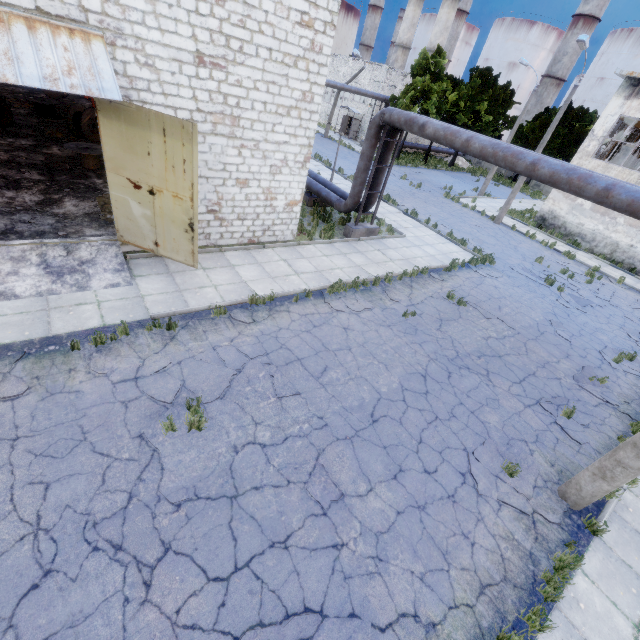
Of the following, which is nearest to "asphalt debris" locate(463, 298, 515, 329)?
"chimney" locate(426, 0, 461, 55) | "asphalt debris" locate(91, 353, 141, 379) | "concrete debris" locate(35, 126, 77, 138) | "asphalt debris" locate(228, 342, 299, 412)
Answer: "asphalt debris" locate(228, 342, 299, 412)

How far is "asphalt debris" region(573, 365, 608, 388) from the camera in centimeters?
1030cm

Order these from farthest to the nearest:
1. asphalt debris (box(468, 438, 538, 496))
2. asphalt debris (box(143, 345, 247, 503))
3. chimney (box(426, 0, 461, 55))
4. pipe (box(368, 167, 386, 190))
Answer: chimney (box(426, 0, 461, 55))
pipe (box(368, 167, 386, 190))
asphalt debris (box(468, 438, 538, 496))
asphalt debris (box(143, 345, 247, 503))

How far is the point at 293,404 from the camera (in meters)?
7.10

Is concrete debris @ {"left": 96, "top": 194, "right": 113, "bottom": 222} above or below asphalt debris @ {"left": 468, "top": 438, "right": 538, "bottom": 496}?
above

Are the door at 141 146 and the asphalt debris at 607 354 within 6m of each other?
no

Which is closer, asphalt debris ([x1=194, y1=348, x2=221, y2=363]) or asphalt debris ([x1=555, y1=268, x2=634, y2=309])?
asphalt debris ([x1=194, y1=348, x2=221, y2=363])

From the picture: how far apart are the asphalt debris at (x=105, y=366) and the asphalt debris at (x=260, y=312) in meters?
2.1
